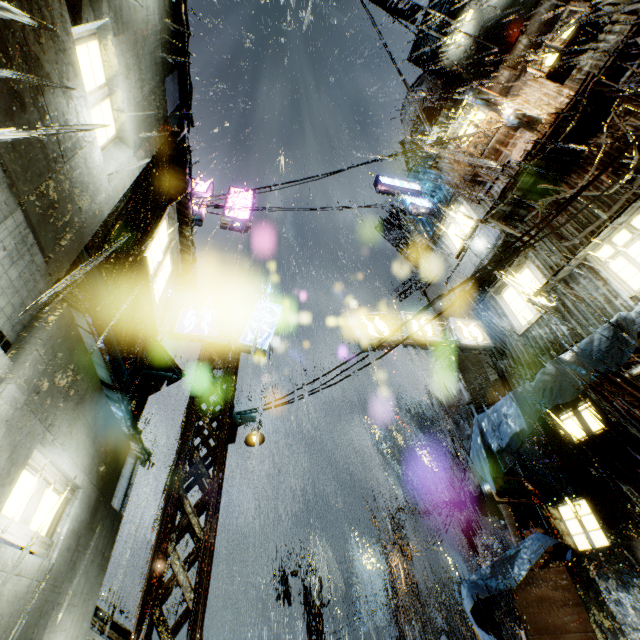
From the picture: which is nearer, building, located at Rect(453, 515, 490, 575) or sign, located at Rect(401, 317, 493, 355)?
sign, located at Rect(401, 317, 493, 355)

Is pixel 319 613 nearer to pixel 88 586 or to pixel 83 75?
pixel 88 586

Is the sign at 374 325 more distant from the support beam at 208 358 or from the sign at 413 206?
the sign at 413 206

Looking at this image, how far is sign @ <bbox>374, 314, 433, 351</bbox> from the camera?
11.40m

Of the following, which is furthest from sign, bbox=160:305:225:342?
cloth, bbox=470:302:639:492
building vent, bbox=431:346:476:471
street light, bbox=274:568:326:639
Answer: street light, bbox=274:568:326:639

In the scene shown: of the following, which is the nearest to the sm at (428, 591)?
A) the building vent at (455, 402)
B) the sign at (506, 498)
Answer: the building vent at (455, 402)

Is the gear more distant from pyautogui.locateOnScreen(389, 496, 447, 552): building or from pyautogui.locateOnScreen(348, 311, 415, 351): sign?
pyautogui.locateOnScreen(348, 311, 415, 351): sign
